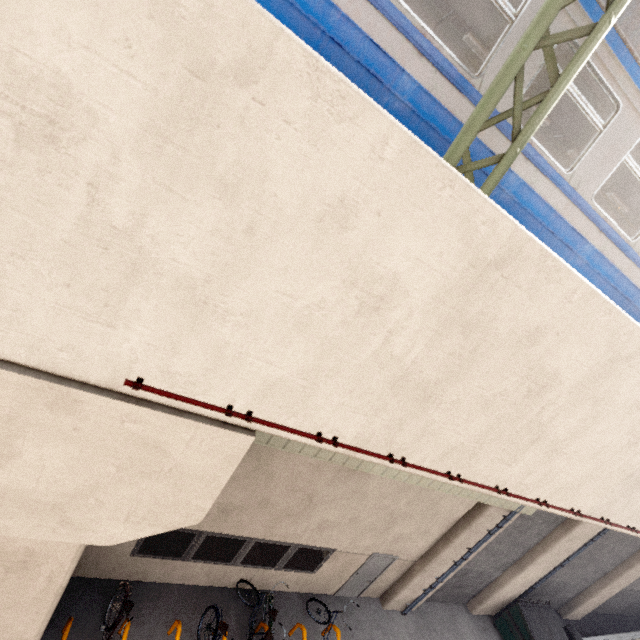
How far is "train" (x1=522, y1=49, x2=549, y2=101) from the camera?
3.3m

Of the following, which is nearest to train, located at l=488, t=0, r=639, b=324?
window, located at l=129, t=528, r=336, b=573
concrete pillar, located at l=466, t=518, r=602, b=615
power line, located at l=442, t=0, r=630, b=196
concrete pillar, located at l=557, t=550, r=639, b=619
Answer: power line, located at l=442, t=0, r=630, b=196

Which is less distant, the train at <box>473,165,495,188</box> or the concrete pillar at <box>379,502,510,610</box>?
the train at <box>473,165,495,188</box>

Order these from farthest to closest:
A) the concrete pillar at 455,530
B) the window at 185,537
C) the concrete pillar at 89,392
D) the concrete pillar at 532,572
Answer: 1. the concrete pillar at 532,572
2. the concrete pillar at 455,530
3. the window at 185,537
4. the concrete pillar at 89,392

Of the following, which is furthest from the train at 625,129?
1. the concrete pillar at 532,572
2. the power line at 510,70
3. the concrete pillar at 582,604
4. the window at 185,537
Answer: the window at 185,537

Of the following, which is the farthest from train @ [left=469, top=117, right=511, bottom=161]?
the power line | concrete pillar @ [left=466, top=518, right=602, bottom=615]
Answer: concrete pillar @ [left=466, top=518, right=602, bottom=615]

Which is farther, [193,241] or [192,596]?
[192,596]
